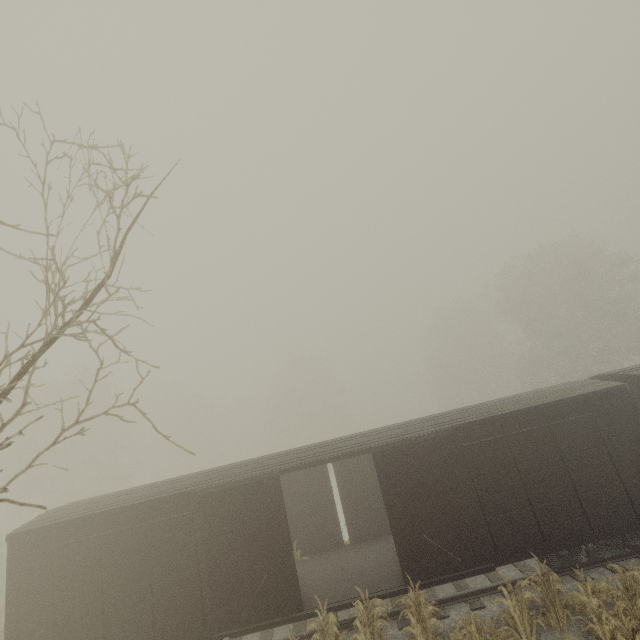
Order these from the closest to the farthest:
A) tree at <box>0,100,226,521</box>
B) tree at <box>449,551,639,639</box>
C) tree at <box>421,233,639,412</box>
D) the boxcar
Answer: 1. tree at <box>0,100,226,521</box>
2. tree at <box>449,551,639,639</box>
3. the boxcar
4. tree at <box>421,233,639,412</box>

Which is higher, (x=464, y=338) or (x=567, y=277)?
(x=567, y=277)

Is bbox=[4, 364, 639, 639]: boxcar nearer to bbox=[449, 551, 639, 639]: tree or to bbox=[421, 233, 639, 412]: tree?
bbox=[449, 551, 639, 639]: tree

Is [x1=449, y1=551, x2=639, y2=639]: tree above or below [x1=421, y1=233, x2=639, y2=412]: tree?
below

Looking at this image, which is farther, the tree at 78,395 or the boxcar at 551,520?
the boxcar at 551,520

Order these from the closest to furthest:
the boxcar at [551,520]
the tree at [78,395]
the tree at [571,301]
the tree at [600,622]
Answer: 1. the tree at [78,395]
2. the tree at [600,622]
3. the boxcar at [551,520]
4. the tree at [571,301]
